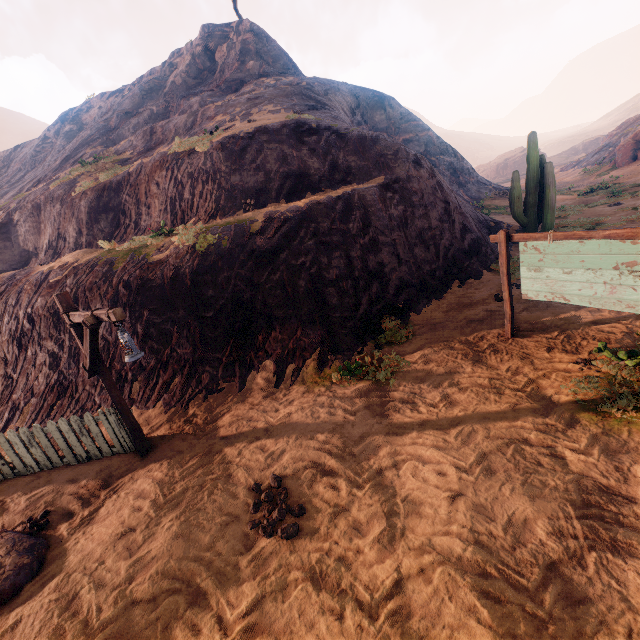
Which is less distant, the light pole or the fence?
the light pole

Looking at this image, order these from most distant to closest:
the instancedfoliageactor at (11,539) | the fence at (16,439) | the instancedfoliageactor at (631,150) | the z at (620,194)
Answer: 1. the instancedfoliageactor at (631,150)
2. the z at (620,194)
3. the fence at (16,439)
4. the instancedfoliageactor at (11,539)

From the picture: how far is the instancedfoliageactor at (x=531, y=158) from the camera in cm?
1162

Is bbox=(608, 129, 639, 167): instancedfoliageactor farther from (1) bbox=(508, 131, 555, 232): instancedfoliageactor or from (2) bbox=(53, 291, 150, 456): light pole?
(2) bbox=(53, 291, 150, 456): light pole

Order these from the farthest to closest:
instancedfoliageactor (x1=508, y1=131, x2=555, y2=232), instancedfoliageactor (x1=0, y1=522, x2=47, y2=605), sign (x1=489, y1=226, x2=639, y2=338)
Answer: instancedfoliageactor (x1=508, y1=131, x2=555, y2=232) < sign (x1=489, y1=226, x2=639, y2=338) < instancedfoliageactor (x1=0, y1=522, x2=47, y2=605)

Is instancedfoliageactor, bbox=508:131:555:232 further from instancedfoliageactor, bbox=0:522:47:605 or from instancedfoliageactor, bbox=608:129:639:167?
instancedfoliageactor, bbox=608:129:639:167

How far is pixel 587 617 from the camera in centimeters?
256cm

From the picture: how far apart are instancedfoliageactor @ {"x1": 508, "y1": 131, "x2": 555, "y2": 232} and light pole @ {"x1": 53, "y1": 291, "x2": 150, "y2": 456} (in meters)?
13.46
